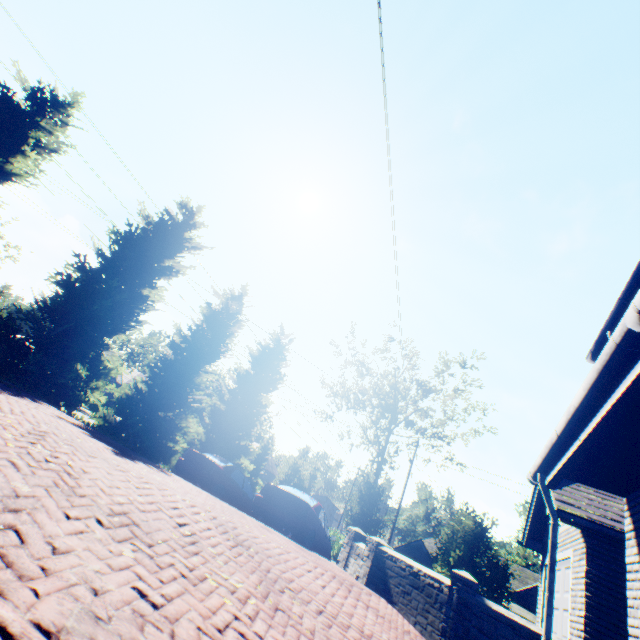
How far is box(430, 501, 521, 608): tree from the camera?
15.16m

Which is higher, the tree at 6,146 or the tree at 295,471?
the tree at 6,146

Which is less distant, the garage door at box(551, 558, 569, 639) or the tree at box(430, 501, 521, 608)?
the garage door at box(551, 558, 569, 639)

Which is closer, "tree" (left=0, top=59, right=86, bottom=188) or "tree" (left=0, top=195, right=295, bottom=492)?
"tree" (left=0, top=59, right=86, bottom=188)

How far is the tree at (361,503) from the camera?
27.5m

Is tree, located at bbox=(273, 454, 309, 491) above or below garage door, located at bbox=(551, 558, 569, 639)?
above

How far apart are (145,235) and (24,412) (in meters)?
10.50
